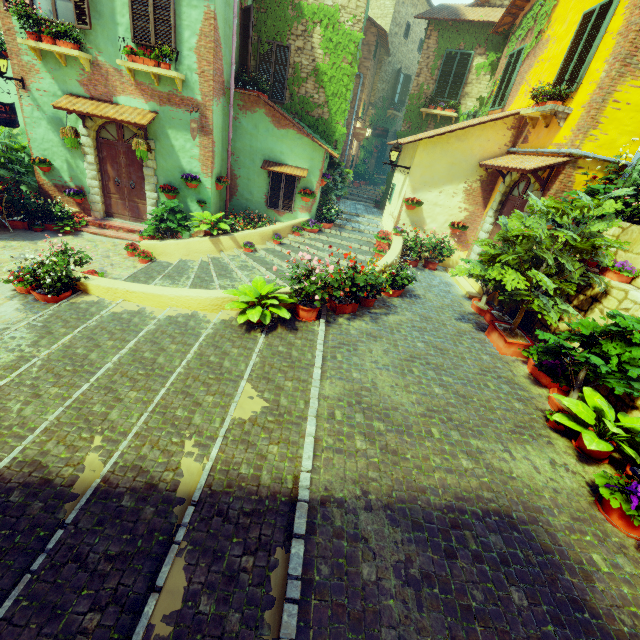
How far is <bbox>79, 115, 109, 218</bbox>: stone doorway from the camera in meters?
9.1 m

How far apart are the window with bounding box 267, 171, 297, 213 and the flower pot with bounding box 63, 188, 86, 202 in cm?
559

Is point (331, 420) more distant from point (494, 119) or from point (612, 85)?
point (494, 119)

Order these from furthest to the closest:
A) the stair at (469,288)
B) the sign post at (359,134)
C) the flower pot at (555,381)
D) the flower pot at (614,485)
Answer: the sign post at (359,134)
the stair at (469,288)
the flower pot at (555,381)
the flower pot at (614,485)

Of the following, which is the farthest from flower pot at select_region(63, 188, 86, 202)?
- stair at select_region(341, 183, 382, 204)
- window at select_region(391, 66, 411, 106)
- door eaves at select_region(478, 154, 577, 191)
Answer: window at select_region(391, 66, 411, 106)

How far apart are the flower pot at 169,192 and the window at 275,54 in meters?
4.9

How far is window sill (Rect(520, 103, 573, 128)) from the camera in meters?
7.3 m

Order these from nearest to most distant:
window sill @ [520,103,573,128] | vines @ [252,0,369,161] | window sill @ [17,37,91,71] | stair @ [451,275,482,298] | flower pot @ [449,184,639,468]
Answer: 1. flower pot @ [449,184,639,468]
2. window sill @ [520,103,573,128]
3. window sill @ [17,37,91,71]
4. stair @ [451,275,482,298]
5. vines @ [252,0,369,161]
